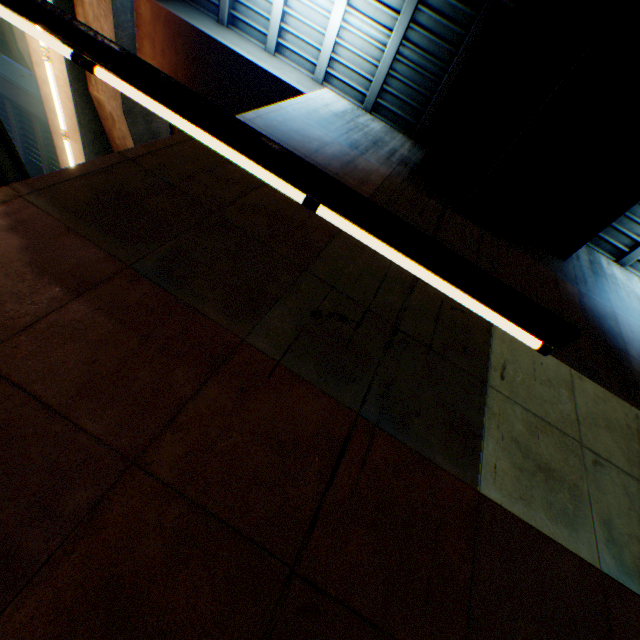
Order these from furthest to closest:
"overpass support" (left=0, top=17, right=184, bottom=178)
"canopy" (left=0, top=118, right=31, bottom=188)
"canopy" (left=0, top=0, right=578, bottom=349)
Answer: "overpass support" (left=0, top=17, right=184, bottom=178), "canopy" (left=0, top=118, right=31, bottom=188), "canopy" (left=0, top=0, right=578, bottom=349)

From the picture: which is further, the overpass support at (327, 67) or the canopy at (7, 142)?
the overpass support at (327, 67)

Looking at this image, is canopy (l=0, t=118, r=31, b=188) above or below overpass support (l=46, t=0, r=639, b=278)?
below

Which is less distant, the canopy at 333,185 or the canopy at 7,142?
the canopy at 333,185

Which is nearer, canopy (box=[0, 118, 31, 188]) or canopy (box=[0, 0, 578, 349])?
canopy (box=[0, 0, 578, 349])

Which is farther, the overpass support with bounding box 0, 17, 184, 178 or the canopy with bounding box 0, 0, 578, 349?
the overpass support with bounding box 0, 17, 184, 178

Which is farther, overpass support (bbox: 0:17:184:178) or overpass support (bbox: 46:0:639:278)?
overpass support (bbox: 0:17:184:178)

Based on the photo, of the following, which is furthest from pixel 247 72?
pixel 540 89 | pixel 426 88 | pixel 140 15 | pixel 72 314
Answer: pixel 72 314
